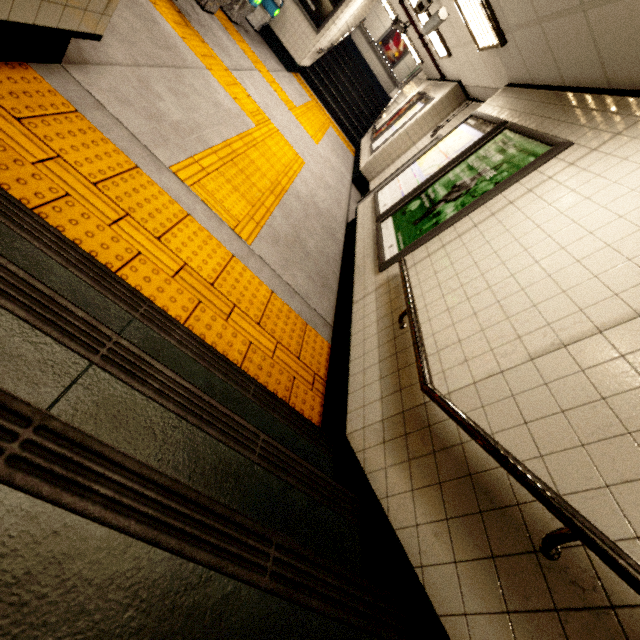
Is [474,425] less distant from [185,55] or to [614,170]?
[614,170]

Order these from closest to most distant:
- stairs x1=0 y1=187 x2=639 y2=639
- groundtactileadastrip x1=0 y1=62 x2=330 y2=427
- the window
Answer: stairs x1=0 y1=187 x2=639 y2=639 → groundtactileadastrip x1=0 y1=62 x2=330 y2=427 → the window

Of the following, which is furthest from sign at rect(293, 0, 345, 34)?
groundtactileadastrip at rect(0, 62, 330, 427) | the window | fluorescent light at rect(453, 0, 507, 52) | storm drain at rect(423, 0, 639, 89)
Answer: groundtactileadastrip at rect(0, 62, 330, 427)

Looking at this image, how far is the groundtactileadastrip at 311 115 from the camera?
6.6 meters

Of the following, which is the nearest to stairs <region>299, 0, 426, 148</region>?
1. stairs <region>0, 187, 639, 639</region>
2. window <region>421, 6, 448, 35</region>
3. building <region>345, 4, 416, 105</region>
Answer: building <region>345, 4, 416, 105</region>

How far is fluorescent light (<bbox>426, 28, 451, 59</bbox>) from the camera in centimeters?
600cm

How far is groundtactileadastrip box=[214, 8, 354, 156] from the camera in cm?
656

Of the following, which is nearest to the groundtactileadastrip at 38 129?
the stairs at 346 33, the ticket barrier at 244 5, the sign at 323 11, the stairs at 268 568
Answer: the stairs at 268 568
